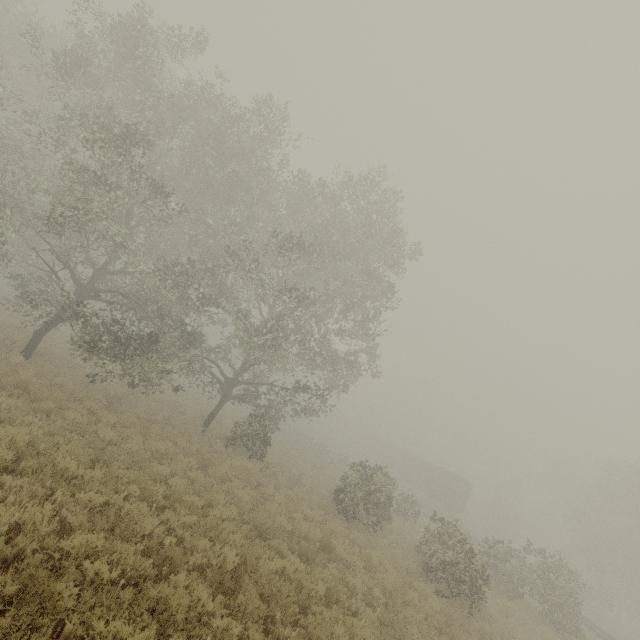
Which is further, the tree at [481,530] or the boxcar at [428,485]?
the boxcar at [428,485]

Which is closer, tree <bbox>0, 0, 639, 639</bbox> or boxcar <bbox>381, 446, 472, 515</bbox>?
tree <bbox>0, 0, 639, 639</bbox>

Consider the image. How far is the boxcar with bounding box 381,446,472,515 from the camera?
37.59m

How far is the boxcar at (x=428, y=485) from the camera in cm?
3759

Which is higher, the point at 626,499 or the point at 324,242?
the point at 324,242
